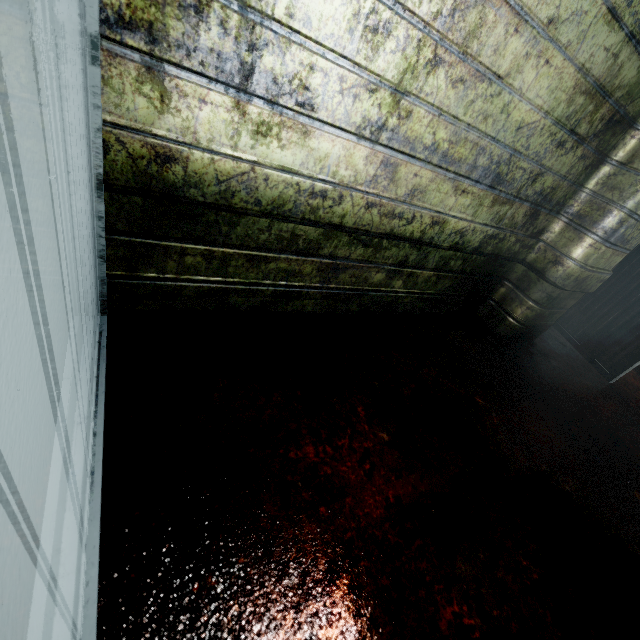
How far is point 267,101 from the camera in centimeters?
102cm
